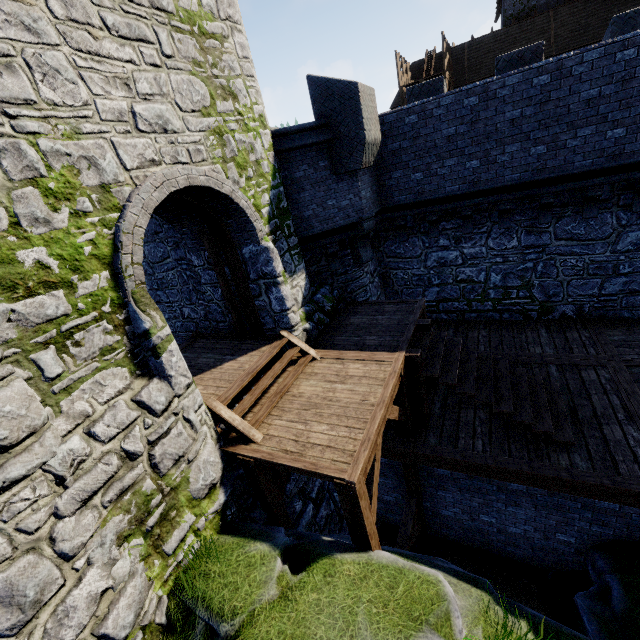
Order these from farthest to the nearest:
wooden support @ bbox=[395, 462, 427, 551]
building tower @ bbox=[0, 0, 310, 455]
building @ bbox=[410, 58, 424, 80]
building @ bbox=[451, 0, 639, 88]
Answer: building @ bbox=[410, 58, 424, 80]
building @ bbox=[451, 0, 639, 88]
wooden support @ bbox=[395, 462, 427, 551]
building tower @ bbox=[0, 0, 310, 455]

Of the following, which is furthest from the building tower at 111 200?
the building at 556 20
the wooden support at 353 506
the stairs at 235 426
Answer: the building at 556 20

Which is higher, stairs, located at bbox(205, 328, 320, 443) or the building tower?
the building tower

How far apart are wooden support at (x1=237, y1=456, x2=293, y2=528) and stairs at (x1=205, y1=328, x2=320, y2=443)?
0.2 meters

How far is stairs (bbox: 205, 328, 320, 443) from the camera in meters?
5.5

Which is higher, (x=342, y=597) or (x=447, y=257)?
(x=447, y=257)

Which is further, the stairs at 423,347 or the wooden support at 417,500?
the wooden support at 417,500

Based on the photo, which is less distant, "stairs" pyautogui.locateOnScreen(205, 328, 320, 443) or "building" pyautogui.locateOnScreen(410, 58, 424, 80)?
"stairs" pyautogui.locateOnScreen(205, 328, 320, 443)
